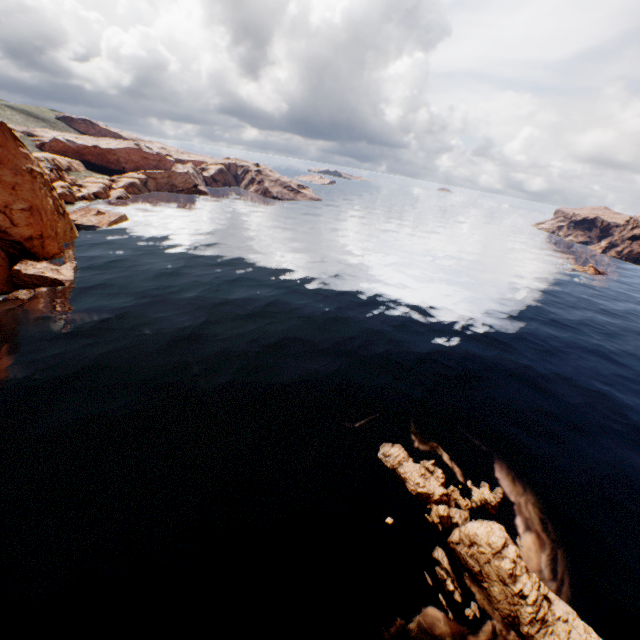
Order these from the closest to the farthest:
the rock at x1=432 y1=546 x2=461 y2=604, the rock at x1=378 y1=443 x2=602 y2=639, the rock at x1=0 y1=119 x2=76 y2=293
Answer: the rock at x1=378 y1=443 x2=602 y2=639 → the rock at x1=432 y1=546 x2=461 y2=604 → the rock at x1=0 y1=119 x2=76 y2=293

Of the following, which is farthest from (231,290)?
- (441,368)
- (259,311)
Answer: (441,368)

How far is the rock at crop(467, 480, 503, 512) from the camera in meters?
23.6

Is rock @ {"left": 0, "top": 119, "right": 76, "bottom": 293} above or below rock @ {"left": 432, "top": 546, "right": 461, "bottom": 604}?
above

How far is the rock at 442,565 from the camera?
18.5m

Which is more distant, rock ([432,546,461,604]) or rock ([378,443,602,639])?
rock ([432,546,461,604])
